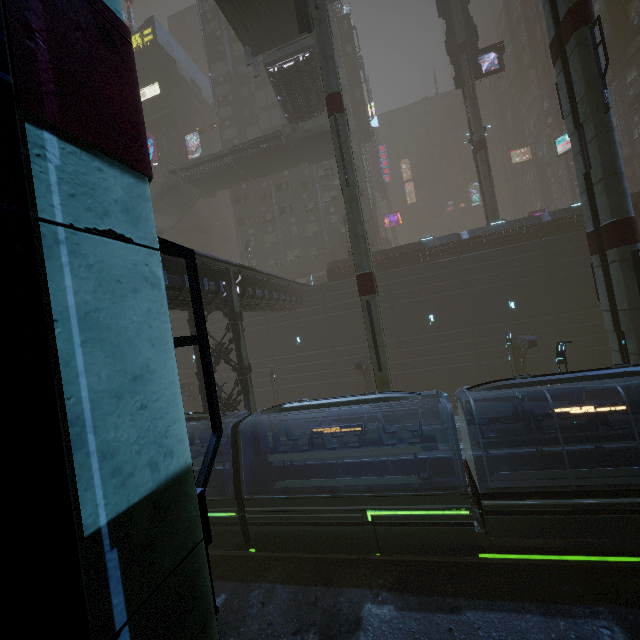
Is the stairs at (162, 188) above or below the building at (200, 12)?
below

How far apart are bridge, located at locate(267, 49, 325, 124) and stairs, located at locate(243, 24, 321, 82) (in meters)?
0.01

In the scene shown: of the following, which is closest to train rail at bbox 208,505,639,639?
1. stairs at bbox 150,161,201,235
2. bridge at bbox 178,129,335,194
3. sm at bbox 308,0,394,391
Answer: sm at bbox 308,0,394,391

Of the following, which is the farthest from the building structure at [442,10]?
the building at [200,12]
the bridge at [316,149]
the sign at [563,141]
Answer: the sign at [563,141]

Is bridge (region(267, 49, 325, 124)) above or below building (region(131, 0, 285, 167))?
below

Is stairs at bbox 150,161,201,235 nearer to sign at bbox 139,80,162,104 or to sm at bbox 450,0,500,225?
sm at bbox 450,0,500,225

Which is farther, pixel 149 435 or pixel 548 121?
pixel 548 121

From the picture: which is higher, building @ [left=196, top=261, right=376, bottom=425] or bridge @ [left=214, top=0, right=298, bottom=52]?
bridge @ [left=214, top=0, right=298, bottom=52]
